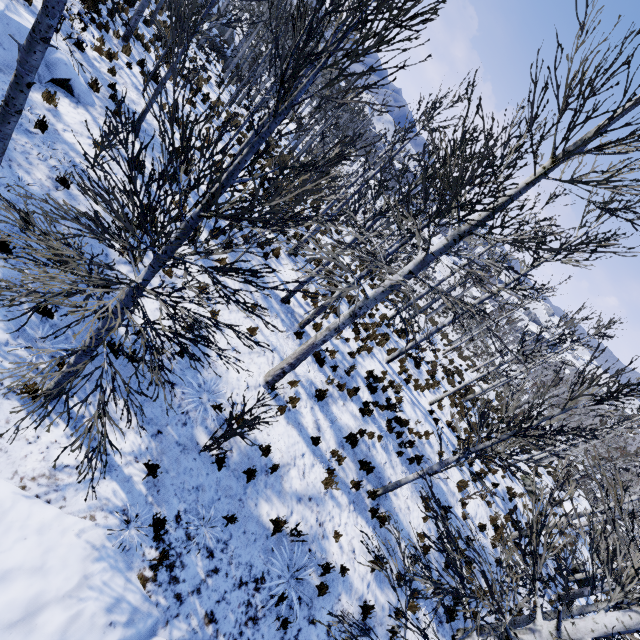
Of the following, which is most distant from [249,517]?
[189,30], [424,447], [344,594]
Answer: [189,30]

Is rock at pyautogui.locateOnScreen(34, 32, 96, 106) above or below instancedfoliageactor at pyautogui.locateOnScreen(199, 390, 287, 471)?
below

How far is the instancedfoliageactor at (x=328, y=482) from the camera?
8.2 meters

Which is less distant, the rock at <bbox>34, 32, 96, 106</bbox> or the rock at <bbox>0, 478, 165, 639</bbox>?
the rock at <bbox>0, 478, 165, 639</bbox>

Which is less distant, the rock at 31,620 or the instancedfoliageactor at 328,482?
the rock at 31,620

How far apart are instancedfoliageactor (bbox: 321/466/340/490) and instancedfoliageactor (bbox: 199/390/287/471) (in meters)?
1.37

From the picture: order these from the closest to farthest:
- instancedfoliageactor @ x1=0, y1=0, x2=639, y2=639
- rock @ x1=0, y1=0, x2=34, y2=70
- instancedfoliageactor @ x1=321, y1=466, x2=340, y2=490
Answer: instancedfoliageactor @ x1=0, y1=0, x2=639, y2=639 → rock @ x1=0, y1=0, x2=34, y2=70 → instancedfoliageactor @ x1=321, y1=466, x2=340, y2=490

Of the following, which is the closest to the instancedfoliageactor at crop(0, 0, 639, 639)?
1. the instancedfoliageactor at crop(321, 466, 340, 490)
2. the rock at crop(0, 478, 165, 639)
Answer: the rock at crop(0, 478, 165, 639)
